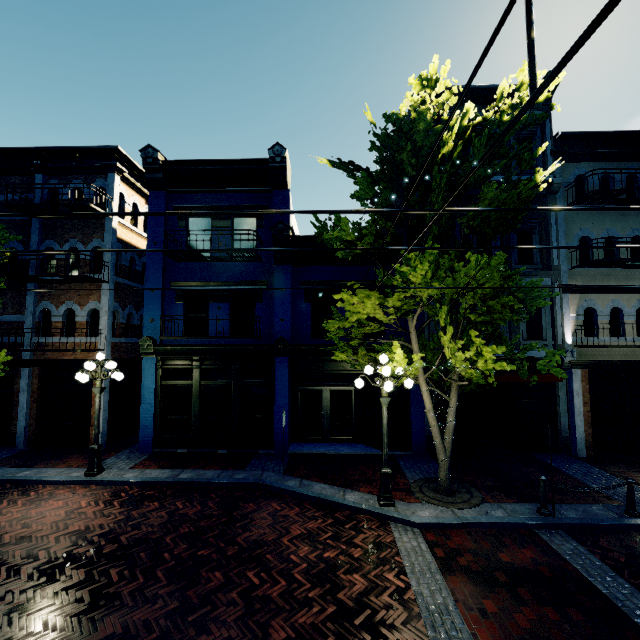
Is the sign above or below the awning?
below

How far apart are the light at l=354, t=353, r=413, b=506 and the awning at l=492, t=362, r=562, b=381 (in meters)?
3.20

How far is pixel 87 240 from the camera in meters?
12.9

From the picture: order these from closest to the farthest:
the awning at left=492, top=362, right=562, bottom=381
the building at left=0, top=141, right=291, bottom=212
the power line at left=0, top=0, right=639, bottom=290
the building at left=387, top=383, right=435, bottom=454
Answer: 1. the power line at left=0, top=0, right=639, bottom=290
2. the awning at left=492, top=362, right=562, bottom=381
3. the building at left=387, top=383, right=435, bottom=454
4. the building at left=0, top=141, right=291, bottom=212

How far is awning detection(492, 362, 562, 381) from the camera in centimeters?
1027cm

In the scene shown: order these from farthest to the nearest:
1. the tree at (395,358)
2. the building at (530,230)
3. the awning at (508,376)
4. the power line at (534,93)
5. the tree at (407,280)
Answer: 1. the building at (530,230)
2. the awning at (508,376)
3. the tree at (395,358)
4. the tree at (407,280)
5. the power line at (534,93)

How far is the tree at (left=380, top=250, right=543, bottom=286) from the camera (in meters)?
6.85

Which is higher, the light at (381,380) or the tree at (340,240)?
the tree at (340,240)
